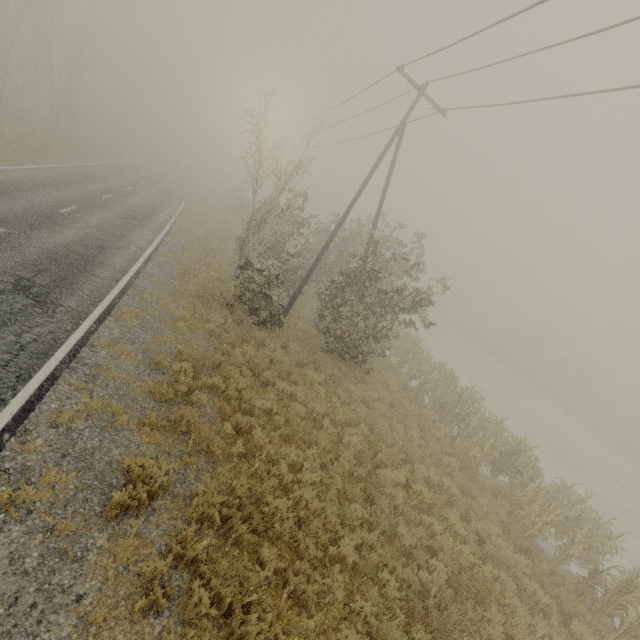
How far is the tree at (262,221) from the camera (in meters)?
13.34

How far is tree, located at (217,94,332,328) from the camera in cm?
1334

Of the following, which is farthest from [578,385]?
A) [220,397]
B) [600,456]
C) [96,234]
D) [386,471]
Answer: [96,234]
